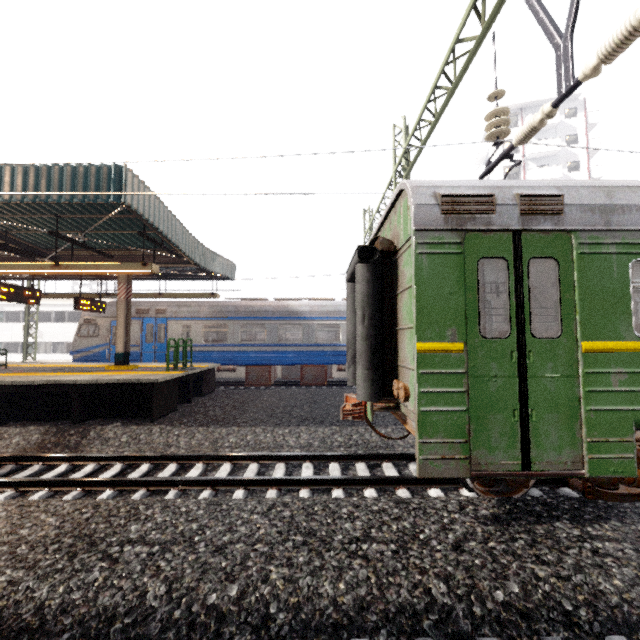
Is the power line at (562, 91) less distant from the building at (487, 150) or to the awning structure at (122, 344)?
the awning structure at (122, 344)

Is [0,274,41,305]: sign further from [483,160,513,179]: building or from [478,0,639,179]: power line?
[483,160,513,179]: building

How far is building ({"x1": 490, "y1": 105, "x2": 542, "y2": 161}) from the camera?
35.6m

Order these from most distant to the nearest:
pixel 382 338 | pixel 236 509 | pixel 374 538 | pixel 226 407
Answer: pixel 226 407, pixel 382 338, pixel 236 509, pixel 374 538

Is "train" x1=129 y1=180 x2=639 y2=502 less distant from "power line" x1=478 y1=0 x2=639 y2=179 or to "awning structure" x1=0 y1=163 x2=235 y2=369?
"power line" x1=478 y1=0 x2=639 y2=179

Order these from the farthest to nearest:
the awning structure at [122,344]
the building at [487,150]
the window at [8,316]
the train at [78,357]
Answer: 1. the building at [487,150]
2. the window at [8,316]
3. the train at [78,357]
4. the awning structure at [122,344]

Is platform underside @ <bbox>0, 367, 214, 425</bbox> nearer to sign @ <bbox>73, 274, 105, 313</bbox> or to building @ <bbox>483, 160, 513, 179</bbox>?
sign @ <bbox>73, 274, 105, 313</bbox>

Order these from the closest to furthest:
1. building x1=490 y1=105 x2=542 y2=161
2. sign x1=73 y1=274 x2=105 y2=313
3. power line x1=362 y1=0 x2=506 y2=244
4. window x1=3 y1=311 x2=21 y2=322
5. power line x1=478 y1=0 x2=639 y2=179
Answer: power line x1=478 y1=0 x2=639 y2=179 < power line x1=362 y1=0 x2=506 y2=244 < sign x1=73 y1=274 x2=105 y2=313 < window x1=3 y1=311 x2=21 y2=322 < building x1=490 y1=105 x2=542 y2=161
